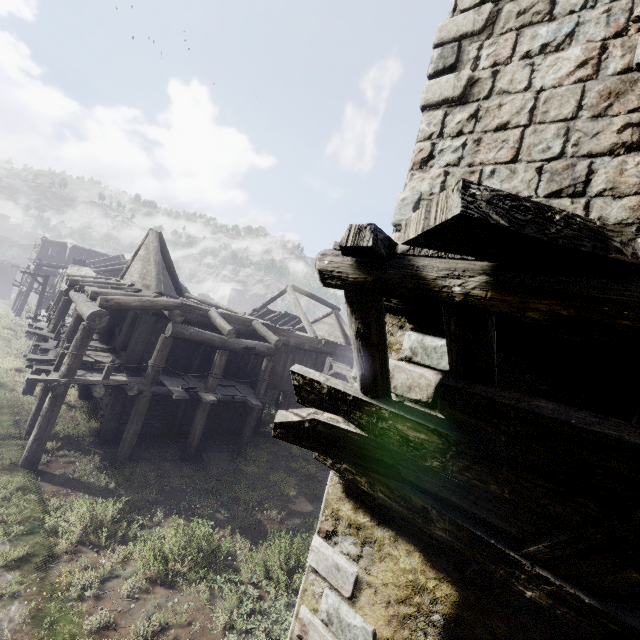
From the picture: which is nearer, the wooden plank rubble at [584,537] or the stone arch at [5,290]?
the wooden plank rubble at [584,537]

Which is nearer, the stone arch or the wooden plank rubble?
the wooden plank rubble

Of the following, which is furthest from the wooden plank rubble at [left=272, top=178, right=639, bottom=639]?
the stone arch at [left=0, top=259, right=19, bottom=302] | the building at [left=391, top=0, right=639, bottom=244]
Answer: the stone arch at [left=0, top=259, right=19, bottom=302]

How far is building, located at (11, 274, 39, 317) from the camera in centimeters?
2905cm

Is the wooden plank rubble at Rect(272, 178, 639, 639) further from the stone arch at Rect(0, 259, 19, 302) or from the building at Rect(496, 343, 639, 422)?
the stone arch at Rect(0, 259, 19, 302)

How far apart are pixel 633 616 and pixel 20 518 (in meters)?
10.65

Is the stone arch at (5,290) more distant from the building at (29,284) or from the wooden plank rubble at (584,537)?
the wooden plank rubble at (584,537)
